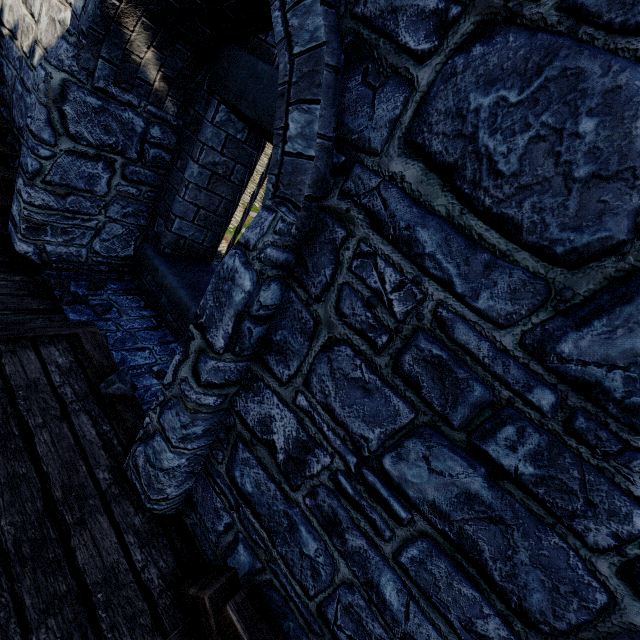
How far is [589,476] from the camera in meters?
1.1 m

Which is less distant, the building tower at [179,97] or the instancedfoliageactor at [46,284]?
the building tower at [179,97]

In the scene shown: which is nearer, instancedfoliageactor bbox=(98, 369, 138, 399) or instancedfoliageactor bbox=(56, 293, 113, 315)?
instancedfoliageactor bbox=(98, 369, 138, 399)

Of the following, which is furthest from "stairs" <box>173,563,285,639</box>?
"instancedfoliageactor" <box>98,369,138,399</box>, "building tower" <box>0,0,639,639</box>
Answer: "instancedfoliageactor" <box>98,369,138,399</box>

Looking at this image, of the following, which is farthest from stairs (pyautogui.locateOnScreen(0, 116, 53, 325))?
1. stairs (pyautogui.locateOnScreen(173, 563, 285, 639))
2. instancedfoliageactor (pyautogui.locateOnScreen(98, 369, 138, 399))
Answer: stairs (pyautogui.locateOnScreen(173, 563, 285, 639))

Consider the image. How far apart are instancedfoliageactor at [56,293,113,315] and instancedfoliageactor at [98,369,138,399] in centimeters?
107cm

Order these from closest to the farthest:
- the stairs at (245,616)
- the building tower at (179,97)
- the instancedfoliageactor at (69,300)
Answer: the building tower at (179,97)
the stairs at (245,616)
the instancedfoliageactor at (69,300)

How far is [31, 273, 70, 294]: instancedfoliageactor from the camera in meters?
3.8
